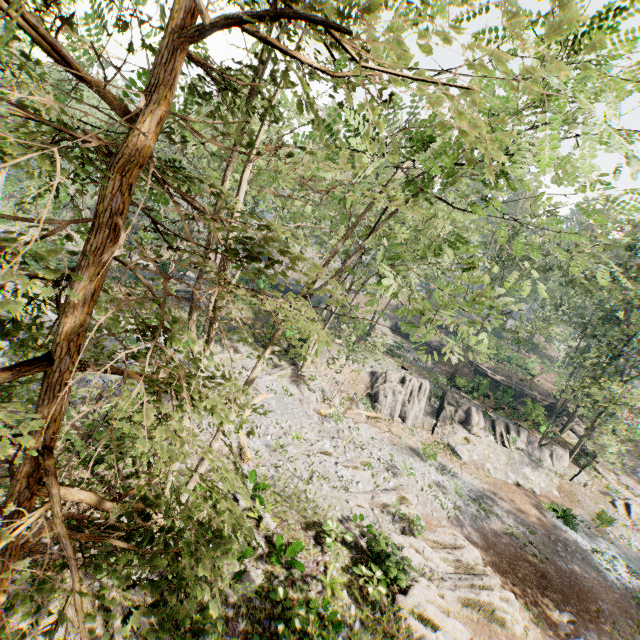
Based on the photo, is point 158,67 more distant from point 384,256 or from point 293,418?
point 293,418

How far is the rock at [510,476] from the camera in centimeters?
2670cm

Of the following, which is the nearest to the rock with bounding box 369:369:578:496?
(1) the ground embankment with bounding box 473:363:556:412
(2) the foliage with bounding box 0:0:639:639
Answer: (2) the foliage with bounding box 0:0:639:639

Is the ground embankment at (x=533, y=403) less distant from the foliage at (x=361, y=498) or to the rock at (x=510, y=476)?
the foliage at (x=361, y=498)

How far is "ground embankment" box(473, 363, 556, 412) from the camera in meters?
32.5

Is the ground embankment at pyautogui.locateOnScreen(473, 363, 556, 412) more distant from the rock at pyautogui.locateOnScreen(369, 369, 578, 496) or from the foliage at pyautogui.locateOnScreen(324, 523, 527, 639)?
the rock at pyautogui.locateOnScreen(369, 369, 578, 496)

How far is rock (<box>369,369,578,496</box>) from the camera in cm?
2670

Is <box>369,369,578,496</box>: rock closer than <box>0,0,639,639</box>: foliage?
No
